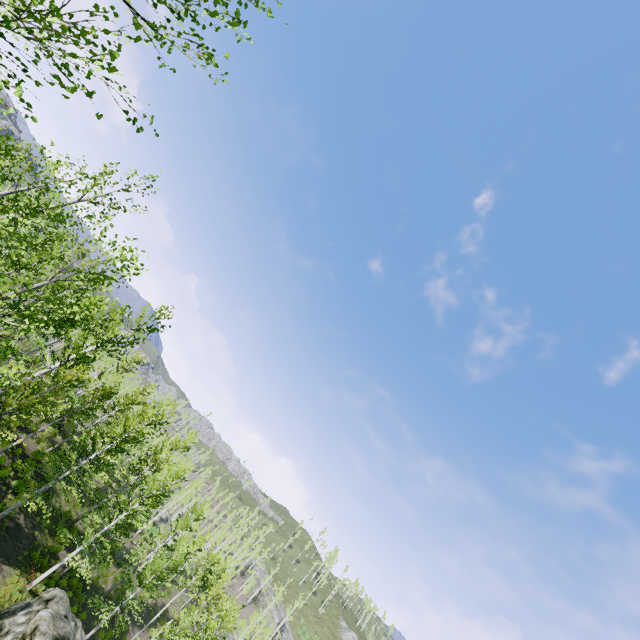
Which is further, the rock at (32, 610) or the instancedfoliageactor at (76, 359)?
the rock at (32, 610)

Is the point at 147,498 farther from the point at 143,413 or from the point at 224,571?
the point at 224,571

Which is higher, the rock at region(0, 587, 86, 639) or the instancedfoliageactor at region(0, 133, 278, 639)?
the instancedfoliageactor at region(0, 133, 278, 639)

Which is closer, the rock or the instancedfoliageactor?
the instancedfoliageactor

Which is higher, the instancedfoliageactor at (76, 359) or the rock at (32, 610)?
the instancedfoliageactor at (76, 359)
